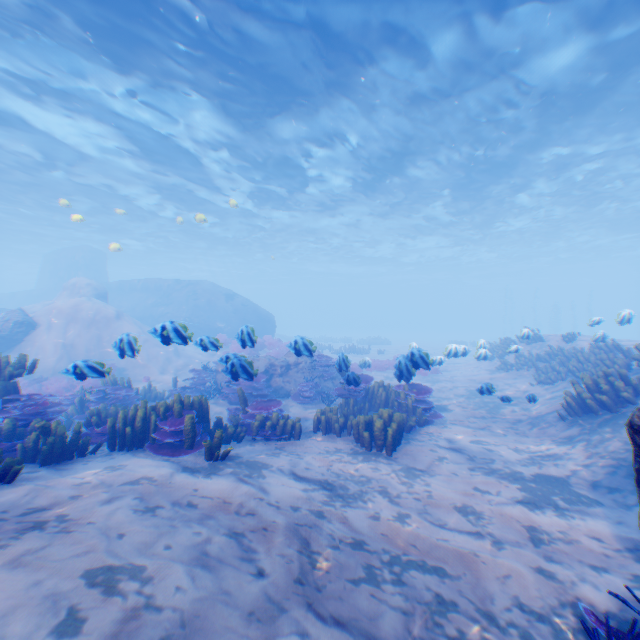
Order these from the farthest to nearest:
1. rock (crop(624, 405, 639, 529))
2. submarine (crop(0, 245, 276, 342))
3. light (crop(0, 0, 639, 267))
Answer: submarine (crop(0, 245, 276, 342)) → light (crop(0, 0, 639, 267)) → rock (crop(624, 405, 639, 529))

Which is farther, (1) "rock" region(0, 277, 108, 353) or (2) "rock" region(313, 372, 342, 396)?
(1) "rock" region(0, 277, 108, 353)

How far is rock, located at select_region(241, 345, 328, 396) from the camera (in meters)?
7.95

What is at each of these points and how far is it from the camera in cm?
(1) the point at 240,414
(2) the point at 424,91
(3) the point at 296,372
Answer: (1) instancedfoliageactor, 809
(2) light, 1372
(3) rock, 1278

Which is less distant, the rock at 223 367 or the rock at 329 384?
the rock at 223 367

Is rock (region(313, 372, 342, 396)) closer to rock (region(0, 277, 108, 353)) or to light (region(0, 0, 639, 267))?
rock (region(0, 277, 108, 353))

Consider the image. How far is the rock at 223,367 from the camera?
6.75m
